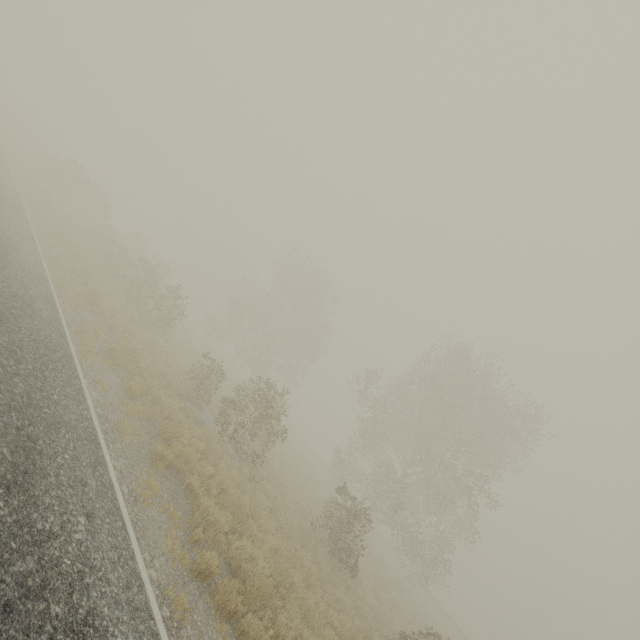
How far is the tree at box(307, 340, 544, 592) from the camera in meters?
15.8 m

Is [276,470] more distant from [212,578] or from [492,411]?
[492,411]

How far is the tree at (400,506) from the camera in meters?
15.8
